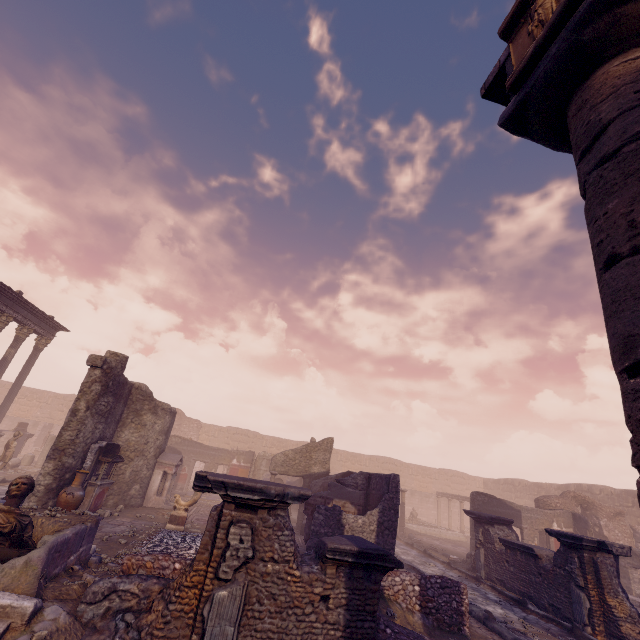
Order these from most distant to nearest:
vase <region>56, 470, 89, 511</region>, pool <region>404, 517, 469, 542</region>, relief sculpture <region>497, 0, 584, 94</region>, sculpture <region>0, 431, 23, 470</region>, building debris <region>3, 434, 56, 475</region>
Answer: pool <region>404, 517, 469, 542</region> < building debris <region>3, 434, 56, 475</region> < sculpture <region>0, 431, 23, 470</region> < vase <region>56, 470, 89, 511</region> < relief sculpture <region>497, 0, 584, 94</region>

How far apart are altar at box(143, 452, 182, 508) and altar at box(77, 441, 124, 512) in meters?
1.9 m

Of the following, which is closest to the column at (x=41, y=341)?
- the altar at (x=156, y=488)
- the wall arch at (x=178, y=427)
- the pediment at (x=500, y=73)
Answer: the altar at (x=156, y=488)

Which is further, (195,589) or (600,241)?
(195,589)

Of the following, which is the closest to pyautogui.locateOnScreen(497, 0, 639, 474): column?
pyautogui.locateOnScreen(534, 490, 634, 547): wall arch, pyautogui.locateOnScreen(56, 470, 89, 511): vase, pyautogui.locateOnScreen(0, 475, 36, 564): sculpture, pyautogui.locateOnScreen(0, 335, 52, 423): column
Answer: pyautogui.locateOnScreen(0, 475, 36, 564): sculpture

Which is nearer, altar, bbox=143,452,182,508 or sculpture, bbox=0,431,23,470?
altar, bbox=143,452,182,508

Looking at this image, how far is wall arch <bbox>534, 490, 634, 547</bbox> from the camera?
17.3 meters

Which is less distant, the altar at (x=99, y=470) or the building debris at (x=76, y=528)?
the building debris at (x=76, y=528)
